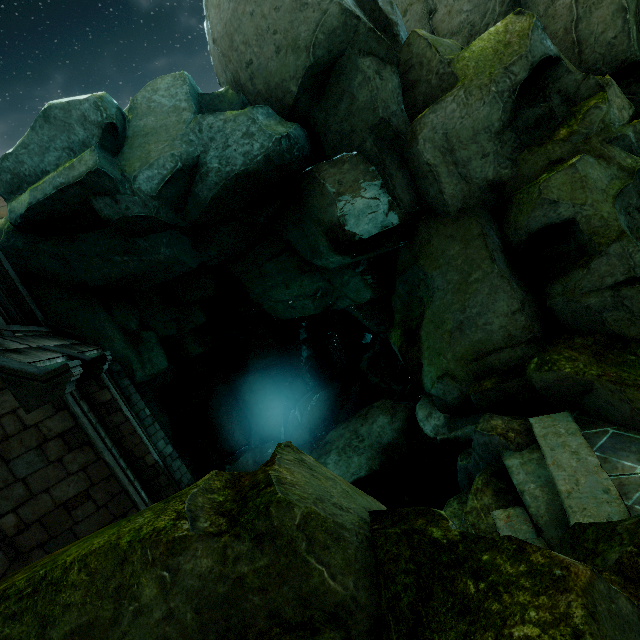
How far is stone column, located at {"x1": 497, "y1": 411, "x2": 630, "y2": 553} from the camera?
5.2m

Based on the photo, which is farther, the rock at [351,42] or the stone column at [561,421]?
the stone column at [561,421]

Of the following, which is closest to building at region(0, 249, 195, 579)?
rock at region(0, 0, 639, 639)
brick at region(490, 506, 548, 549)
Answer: rock at region(0, 0, 639, 639)

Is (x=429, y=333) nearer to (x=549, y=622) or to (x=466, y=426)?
(x=466, y=426)

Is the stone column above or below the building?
below

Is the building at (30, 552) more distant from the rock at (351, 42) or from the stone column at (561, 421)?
the stone column at (561, 421)

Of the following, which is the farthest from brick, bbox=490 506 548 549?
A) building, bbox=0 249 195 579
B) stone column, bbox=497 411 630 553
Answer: building, bbox=0 249 195 579

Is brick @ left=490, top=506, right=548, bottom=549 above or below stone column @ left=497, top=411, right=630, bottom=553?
below
